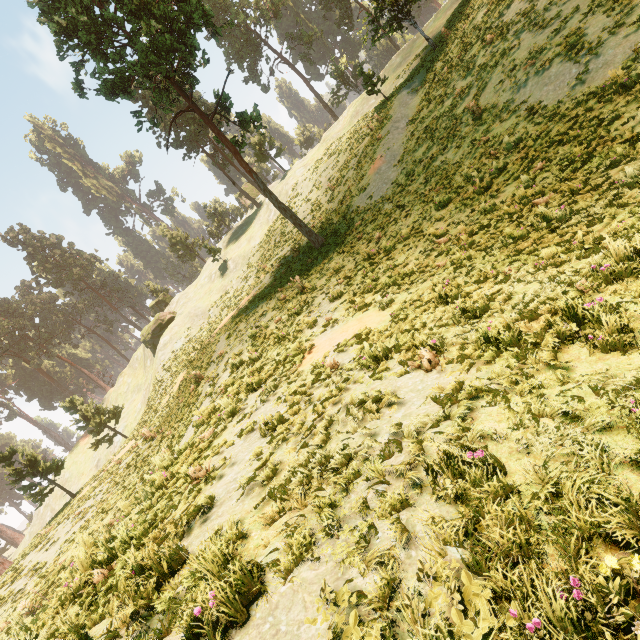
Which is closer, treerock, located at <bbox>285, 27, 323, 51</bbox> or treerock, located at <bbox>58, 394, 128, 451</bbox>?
treerock, located at <bbox>58, 394, 128, 451</bbox>

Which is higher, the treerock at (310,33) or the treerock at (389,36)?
the treerock at (310,33)

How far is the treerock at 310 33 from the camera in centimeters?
4819cm

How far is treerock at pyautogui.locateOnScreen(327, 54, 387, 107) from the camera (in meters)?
27.66

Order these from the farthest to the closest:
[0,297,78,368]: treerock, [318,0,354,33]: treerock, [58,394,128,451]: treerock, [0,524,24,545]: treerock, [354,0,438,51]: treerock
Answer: [0,297,78,368]: treerock
[0,524,24,545]: treerock
[318,0,354,33]: treerock
[58,394,128,451]: treerock
[354,0,438,51]: treerock

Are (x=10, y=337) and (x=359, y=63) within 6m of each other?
no
